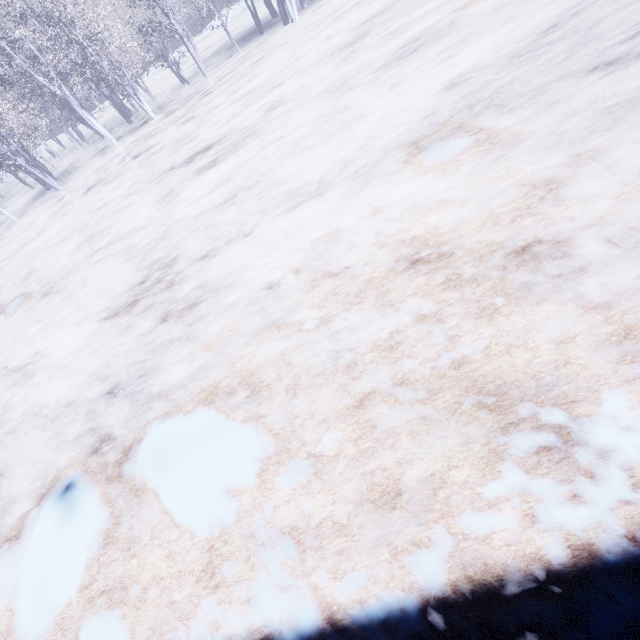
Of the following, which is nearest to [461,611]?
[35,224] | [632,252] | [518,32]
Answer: [632,252]
